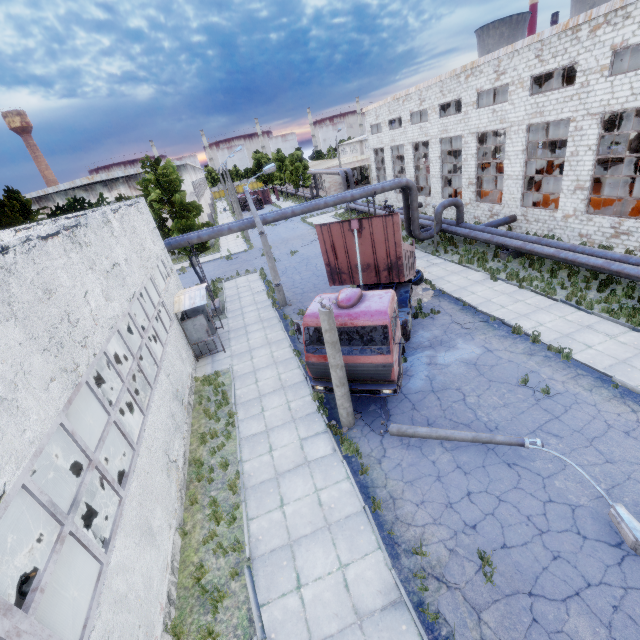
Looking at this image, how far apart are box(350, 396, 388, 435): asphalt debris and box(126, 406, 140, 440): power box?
6.01m

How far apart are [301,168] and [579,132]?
43.2m

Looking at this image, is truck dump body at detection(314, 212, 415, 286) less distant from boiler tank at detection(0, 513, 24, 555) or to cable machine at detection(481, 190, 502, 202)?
boiler tank at detection(0, 513, 24, 555)

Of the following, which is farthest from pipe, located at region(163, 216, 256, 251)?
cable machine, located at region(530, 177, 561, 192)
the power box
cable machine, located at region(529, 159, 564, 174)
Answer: cable machine, located at region(529, 159, 564, 174)

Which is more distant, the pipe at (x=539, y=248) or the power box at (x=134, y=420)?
the pipe at (x=539, y=248)

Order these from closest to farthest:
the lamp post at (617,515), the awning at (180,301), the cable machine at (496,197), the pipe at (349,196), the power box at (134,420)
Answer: the lamp post at (617,515) < the power box at (134,420) < the awning at (180,301) < the pipe at (349,196) < the cable machine at (496,197)

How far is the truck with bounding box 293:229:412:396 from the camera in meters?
9.7

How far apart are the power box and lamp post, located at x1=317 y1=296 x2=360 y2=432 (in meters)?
5.42
